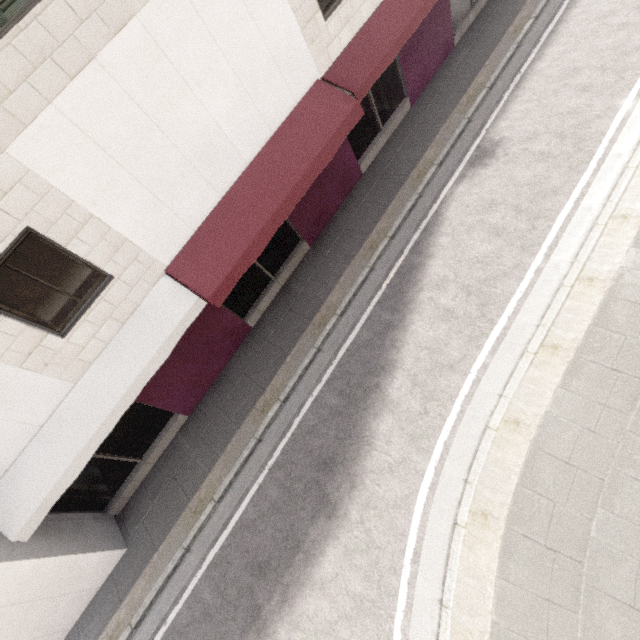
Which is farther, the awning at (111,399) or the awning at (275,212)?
the awning at (275,212)

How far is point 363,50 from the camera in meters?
8.1 m

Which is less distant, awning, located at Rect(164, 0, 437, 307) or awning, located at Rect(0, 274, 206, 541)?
awning, located at Rect(0, 274, 206, 541)
